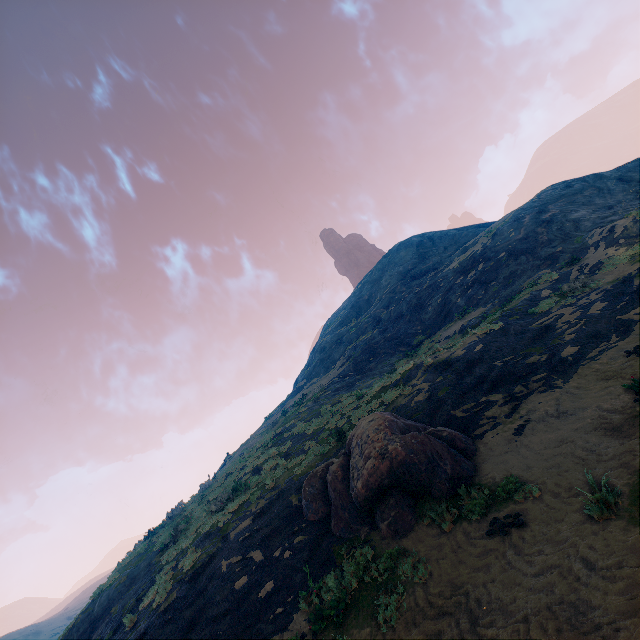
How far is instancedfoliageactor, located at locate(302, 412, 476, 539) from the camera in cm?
853

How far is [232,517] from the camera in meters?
13.1

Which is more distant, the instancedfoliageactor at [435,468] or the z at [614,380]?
the instancedfoliageactor at [435,468]

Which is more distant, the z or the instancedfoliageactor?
the instancedfoliageactor

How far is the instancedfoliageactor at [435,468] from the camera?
8.5m
